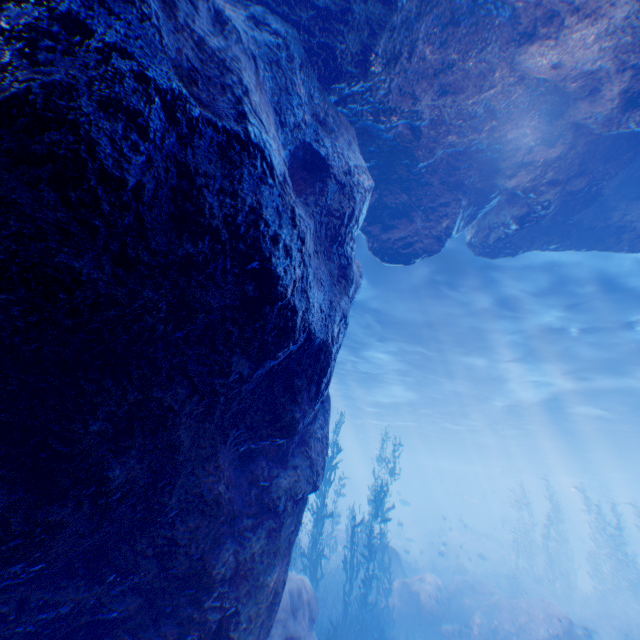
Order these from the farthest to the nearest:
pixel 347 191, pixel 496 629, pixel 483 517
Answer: pixel 483 517
pixel 496 629
pixel 347 191

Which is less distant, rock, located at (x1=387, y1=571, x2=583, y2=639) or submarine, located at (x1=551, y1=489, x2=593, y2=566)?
rock, located at (x1=387, y1=571, x2=583, y2=639)

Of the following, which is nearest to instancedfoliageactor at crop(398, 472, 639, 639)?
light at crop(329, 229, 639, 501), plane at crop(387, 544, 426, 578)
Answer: plane at crop(387, 544, 426, 578)

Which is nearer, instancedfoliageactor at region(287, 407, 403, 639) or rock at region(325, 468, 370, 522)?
instancedfoliageactor at region(287, 407, 403, 639)

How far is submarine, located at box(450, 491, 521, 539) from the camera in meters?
50.0

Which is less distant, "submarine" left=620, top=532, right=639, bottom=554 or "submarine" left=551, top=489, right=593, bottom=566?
"submarine" left=620, top=532, right=639, bottom=554

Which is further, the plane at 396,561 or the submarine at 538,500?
the submarine at 538,500

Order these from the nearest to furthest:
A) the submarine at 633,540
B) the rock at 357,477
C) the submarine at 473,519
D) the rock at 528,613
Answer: the rock at 528,613
the submarine at 633,540
the rock at 357,477
the submarine at 473,519
